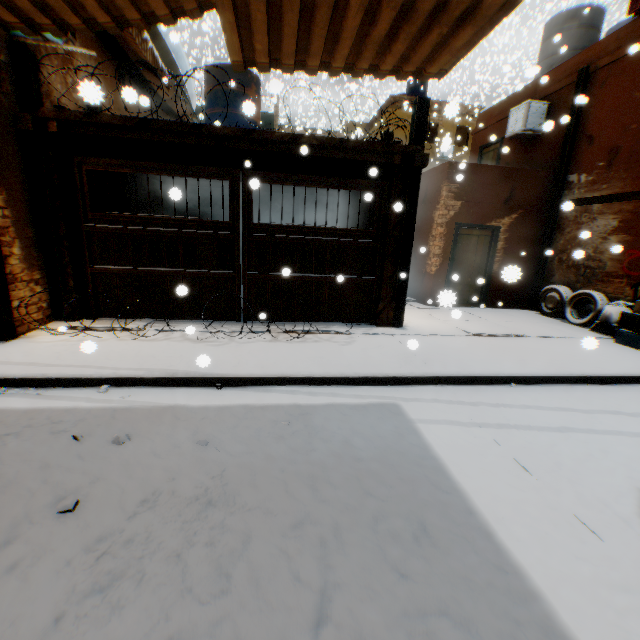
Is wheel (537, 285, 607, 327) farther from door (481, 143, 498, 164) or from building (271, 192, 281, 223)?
door (481, 143, 498, 164)

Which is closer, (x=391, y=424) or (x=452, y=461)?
(x=452, y=461)

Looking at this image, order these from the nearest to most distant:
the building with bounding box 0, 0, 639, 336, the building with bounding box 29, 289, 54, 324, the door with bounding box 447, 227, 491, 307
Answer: the building with bounding box 0, 0, 639, 336
the building with bounding box 29, 289, 54, 324
the door with bounding box 447, 227, 491, 307

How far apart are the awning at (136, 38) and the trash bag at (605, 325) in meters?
11.6

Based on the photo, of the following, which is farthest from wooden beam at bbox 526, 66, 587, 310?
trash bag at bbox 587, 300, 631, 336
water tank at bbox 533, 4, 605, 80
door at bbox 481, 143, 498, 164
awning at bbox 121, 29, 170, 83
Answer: door at bbox 481, 143, 498, 164

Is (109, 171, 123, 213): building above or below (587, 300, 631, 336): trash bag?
above

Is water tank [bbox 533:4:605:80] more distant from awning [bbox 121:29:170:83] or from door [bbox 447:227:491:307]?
awning [bbox 121:29:170:83]

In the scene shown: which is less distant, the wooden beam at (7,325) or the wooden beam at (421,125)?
the wooden beam at (7,325)
